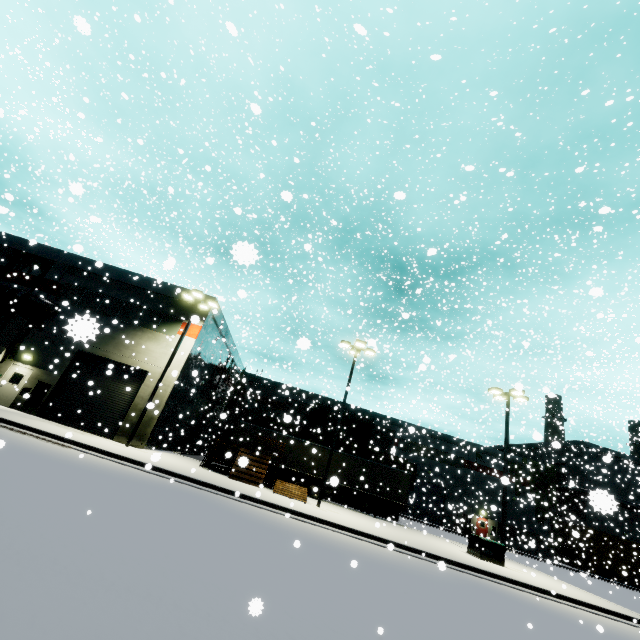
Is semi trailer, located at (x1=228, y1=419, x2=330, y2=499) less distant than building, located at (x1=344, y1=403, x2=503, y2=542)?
Yes

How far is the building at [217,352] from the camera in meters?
20.4

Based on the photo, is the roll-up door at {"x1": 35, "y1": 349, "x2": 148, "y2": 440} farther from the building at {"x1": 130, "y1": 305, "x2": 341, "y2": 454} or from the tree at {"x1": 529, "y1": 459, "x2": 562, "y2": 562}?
the tree at {"x1": 529, "y1": 459, "x2": 562, "y2": 562}

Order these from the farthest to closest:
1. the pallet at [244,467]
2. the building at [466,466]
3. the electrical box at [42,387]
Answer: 1. the building at [466,466]
2. the electrical box at [42,387]
3. the pallet at [244,467]

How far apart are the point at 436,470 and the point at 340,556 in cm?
2955

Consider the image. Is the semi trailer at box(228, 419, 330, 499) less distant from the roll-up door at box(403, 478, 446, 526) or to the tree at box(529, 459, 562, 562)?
the roll-up door at box(403, 478, 446, 526)

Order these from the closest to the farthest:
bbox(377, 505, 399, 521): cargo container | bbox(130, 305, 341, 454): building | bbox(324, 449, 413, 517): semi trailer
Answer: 1. bbox(130, 305, 341, 454): building
2. bbox(324, 449, 413, 517): semi trailer
3. bbox(377, 505, 399, 521): cargo container

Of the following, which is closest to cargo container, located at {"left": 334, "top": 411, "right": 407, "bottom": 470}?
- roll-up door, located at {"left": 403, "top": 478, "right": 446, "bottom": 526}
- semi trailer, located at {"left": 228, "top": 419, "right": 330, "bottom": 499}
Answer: semi trailer, located at {"left": 228, "top": 419, "right": 330, "bottom": 499}
